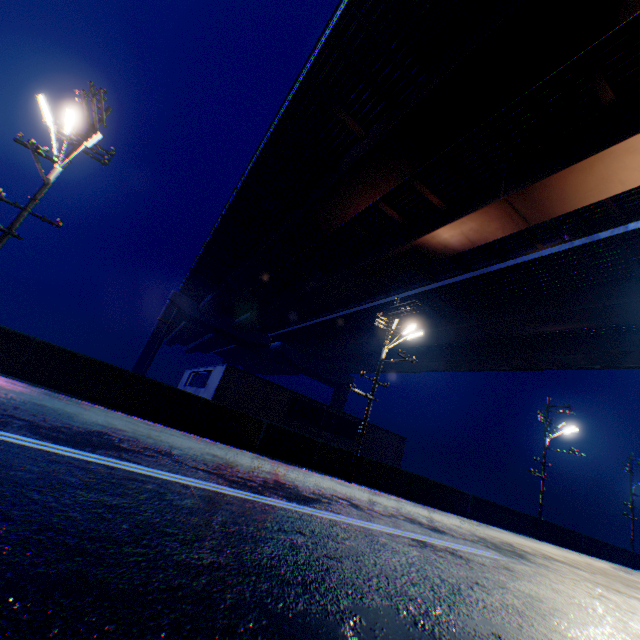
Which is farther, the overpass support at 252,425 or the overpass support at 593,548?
the overpass support at 593,548

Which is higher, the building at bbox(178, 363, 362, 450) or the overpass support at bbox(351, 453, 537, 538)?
the building at bbox(178, 363, 362, 450)

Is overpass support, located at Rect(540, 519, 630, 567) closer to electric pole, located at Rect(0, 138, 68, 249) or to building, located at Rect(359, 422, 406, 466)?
electric pole, located at Rect(0, 138, 68, 249)

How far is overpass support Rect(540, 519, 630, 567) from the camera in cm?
2256

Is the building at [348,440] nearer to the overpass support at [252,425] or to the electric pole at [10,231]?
the overpass support at [252,425]

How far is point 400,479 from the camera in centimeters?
1664cm
